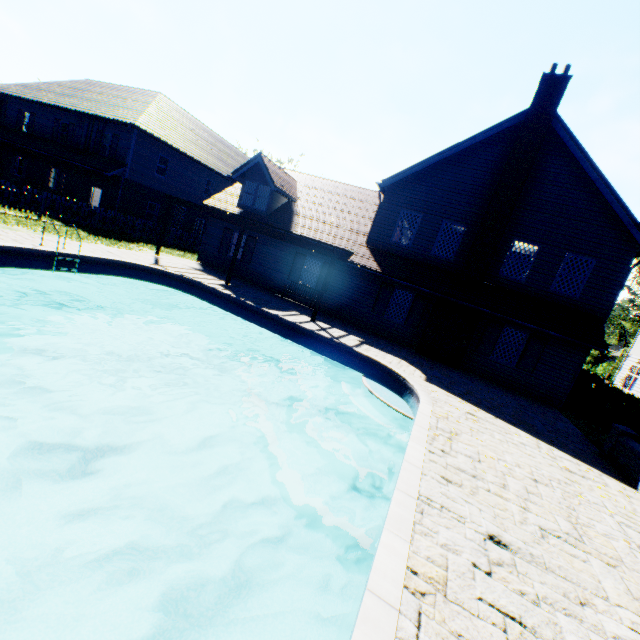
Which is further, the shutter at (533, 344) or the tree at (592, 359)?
Answer: the tree at (592, 359)

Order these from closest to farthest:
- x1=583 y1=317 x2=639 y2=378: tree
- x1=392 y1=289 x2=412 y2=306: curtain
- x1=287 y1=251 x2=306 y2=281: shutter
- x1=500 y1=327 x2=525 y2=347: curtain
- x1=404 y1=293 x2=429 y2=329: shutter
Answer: x1=500 y1=327 x2=525 y2=347: curtain, x1=404 y1=293 x2=429 y2=329: shutter, x1=392 y1=289 x2=412 y2=306: curtain, x1=287 y1=251 x2=306 y2=281: shutter, x1=583 y1=317 x2=639 y2=378: tree

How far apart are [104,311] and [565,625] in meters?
15.2 m

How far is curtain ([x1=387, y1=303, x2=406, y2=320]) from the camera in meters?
15.8

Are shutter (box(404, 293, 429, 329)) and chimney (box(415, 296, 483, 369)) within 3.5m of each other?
yes

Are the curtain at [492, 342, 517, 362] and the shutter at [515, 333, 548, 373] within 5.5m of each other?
yes

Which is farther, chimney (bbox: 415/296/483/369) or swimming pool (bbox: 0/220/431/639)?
chimney (bbox: 415/296/483/369)

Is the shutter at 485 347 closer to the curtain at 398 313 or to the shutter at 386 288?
the curtain at 398 313
